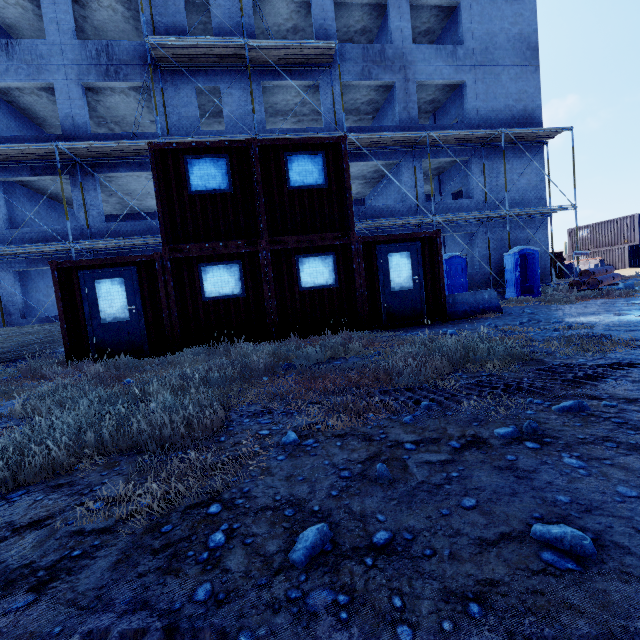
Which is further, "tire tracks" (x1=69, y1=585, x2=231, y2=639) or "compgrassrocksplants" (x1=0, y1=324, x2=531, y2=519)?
"compgrassrocksplants" (x1=0, y1=324, x2=531, y2=519)

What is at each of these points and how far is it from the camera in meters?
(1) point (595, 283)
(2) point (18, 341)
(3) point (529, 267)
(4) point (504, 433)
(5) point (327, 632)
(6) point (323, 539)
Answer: (1) stock, 14.9 m
(2) plywood, 10.0 m
(3) portable toilet, 15.7 m
(4) compgrassrocksplants, 2.3 m
(5) tire tracks, 1.1 m
(6) compgrassrocksplants, 1.5 m

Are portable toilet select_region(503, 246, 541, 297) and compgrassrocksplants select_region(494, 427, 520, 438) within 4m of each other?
no

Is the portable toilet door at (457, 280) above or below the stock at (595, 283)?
above

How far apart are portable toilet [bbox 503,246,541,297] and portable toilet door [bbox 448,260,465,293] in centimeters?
250cm

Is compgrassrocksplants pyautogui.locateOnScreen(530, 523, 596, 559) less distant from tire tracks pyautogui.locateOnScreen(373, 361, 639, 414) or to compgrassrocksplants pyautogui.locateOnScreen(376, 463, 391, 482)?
tire tracks pyautogui.locateOnScreen(373, 361, 639, 414)

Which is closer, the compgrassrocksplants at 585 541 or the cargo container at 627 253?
the compgrassrocksplants at 585 541

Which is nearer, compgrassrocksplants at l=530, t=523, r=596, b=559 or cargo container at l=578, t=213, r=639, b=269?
compgrassrocksplants at l=530, t=523, r=596, b=559
